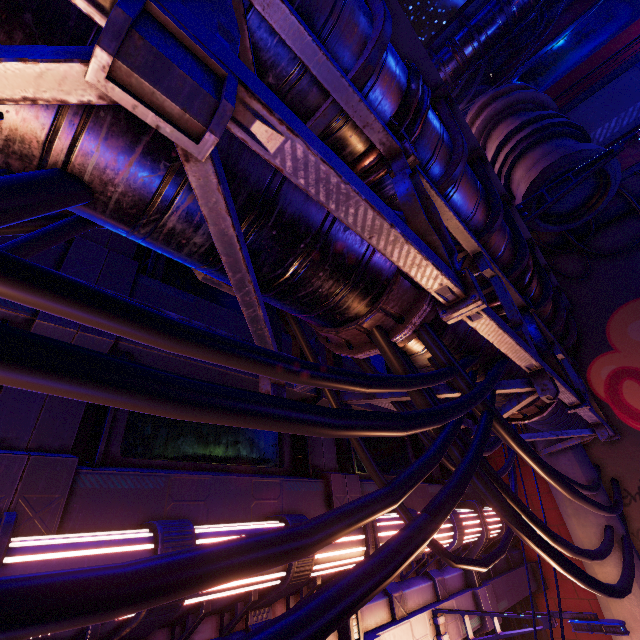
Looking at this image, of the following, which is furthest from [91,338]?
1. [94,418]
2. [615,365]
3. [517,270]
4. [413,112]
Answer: [615,365]

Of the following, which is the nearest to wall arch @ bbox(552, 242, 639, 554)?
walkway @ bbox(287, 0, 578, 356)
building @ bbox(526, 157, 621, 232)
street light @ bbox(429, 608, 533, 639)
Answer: building @ bbox(526, 157, 621, 232)

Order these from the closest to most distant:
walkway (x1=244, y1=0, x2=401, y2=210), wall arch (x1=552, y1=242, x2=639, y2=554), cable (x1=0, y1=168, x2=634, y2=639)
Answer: cable (x1=0, y1=168, x2=634, y2=639), walkway (x1=244, y1=0, x2=401, y2=210), wall arch (x1=552, y1=242, x2=639, y2=554)

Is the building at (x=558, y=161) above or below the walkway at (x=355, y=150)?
above

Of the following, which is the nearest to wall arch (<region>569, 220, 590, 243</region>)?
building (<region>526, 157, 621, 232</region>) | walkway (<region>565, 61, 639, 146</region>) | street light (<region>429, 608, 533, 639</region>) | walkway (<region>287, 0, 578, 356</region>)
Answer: building (<region>526, 157, 621, 232</region>)

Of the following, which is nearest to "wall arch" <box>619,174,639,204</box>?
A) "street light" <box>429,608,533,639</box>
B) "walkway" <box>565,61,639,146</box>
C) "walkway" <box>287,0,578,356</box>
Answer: "walkway" <box>565,61,639,146</box>

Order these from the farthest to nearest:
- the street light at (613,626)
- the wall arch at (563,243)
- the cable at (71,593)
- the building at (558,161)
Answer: the wall arch at (563,243) < the building at (558,161) < the street light at (613,626) < the cable at (71,593)

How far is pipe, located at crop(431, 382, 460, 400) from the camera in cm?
407
